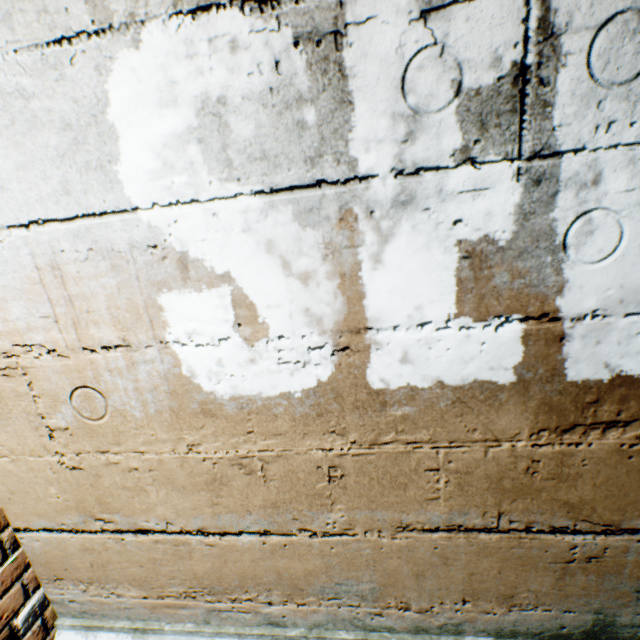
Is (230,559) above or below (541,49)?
below
